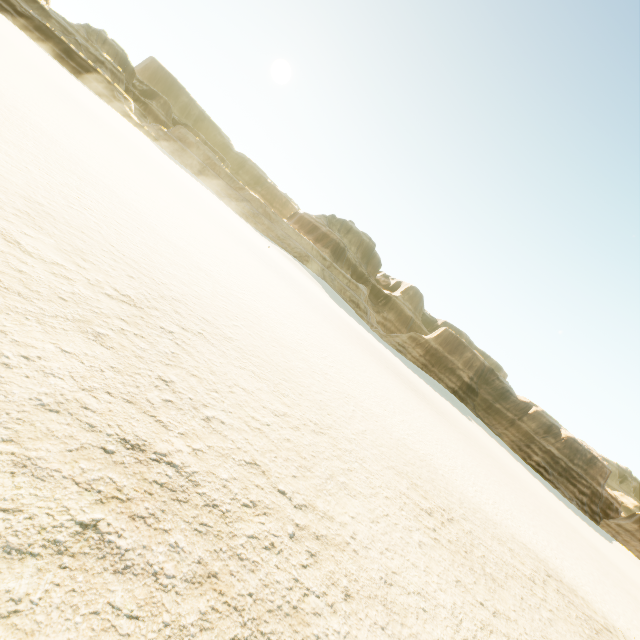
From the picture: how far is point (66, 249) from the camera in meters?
4.5
